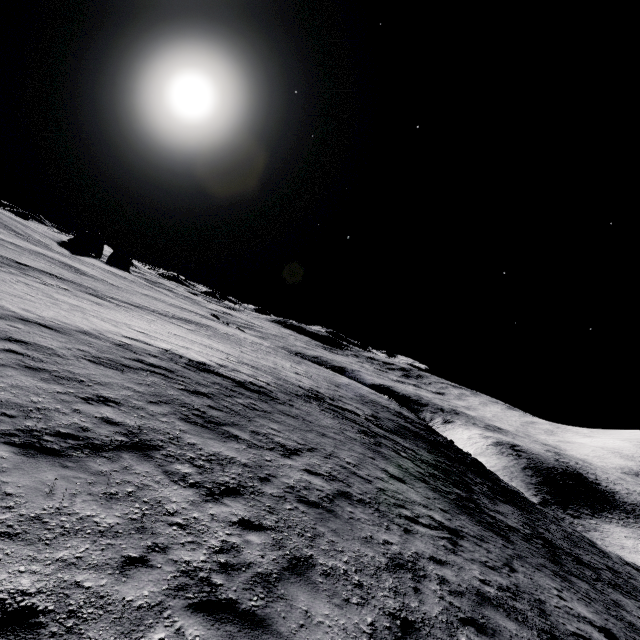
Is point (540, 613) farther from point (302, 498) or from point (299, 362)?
point (299, 362)
